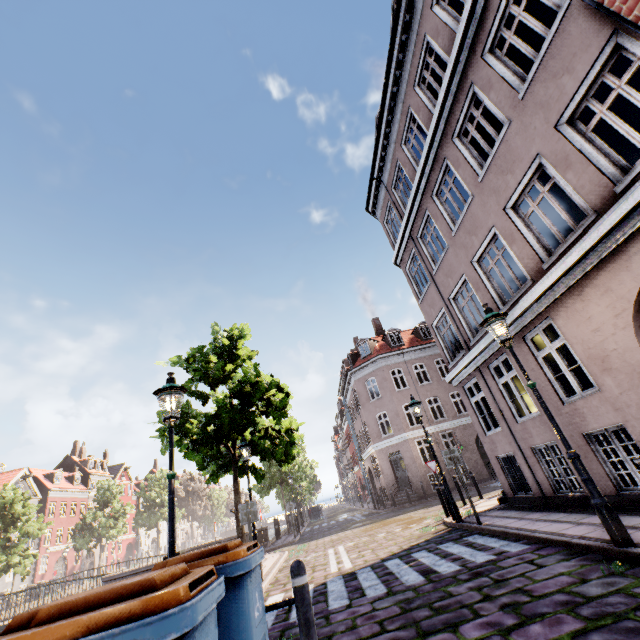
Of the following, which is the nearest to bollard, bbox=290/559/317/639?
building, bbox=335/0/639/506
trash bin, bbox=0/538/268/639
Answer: trash bin, bbox=0/538/268/639

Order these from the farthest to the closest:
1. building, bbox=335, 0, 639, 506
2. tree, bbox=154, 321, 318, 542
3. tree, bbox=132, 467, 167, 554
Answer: tree, bbox=132, 467, 167, 554 < tree, bbox=154, 321, 318, 542 < building, bbox=335, 0, 639, 506

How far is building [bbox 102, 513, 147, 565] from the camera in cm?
4934

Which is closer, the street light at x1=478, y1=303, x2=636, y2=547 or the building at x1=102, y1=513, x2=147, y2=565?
the street light at x1=478, y1=303, x2=636, y2=547

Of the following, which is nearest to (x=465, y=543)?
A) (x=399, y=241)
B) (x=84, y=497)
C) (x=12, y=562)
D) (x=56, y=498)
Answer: (x=399, y=241)

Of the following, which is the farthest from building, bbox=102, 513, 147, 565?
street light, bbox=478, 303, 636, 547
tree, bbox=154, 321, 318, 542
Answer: tree, bbox=154, 321, 318, 542

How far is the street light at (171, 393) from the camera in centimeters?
441cm

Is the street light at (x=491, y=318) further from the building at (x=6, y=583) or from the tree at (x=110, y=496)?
the building at (x=6, y=583)
